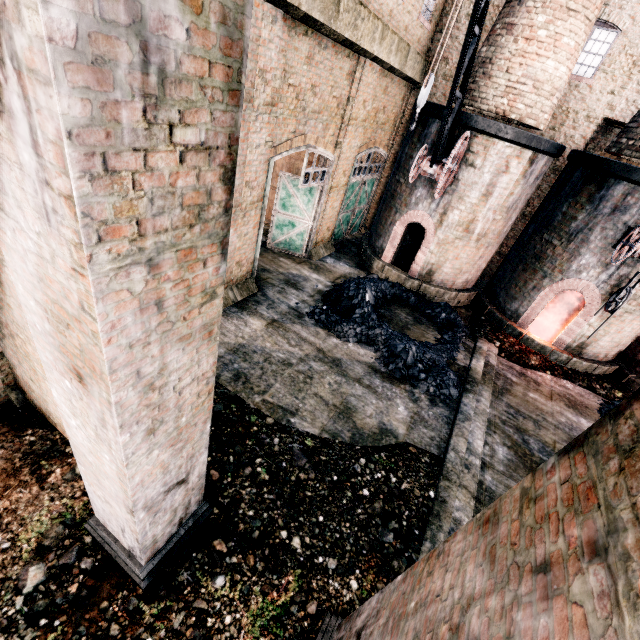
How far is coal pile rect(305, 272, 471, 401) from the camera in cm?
A: 1086

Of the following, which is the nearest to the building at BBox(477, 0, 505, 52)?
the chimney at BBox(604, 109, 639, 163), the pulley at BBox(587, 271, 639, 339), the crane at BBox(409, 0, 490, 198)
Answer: the chimney at BBox(604, 109, 639, 163)

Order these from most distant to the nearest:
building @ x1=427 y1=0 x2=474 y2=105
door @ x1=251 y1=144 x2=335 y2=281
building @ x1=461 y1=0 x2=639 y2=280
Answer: building @ x1=427 y1=0 x2=474 y2=105
building @ x1=461 y1=0 x2=639 y2=280
door @ x1=251 y1=144 x2=335 y2=281

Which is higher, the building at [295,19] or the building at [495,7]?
the building at [495,7]

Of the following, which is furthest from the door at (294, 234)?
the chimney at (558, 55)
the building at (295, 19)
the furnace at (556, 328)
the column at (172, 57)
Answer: the column at (172, 57)

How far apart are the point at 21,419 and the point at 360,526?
7.27m

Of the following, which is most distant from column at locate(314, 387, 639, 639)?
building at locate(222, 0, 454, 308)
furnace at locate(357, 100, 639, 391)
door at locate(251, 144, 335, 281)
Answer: furnace at locate(357, 100, 639, 391)

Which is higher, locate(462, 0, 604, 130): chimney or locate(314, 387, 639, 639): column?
locate(462, 0, 604, 130): chimney
